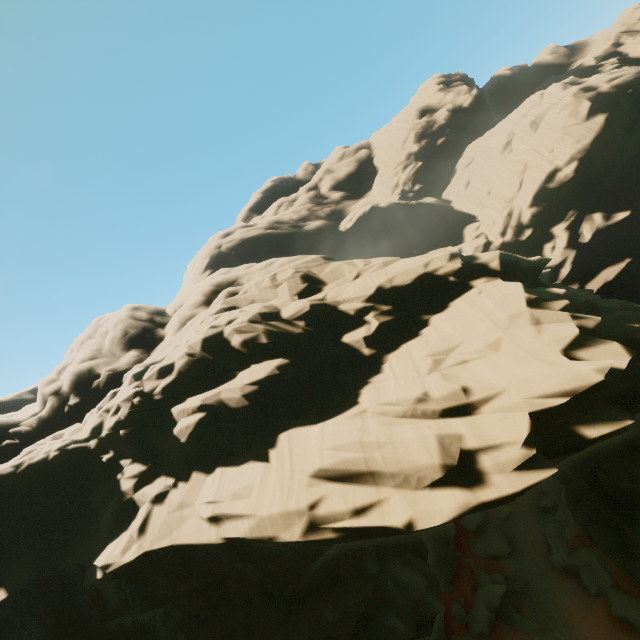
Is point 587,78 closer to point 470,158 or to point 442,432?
point 470,158

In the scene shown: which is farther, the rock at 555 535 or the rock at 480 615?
the rock at 480 615

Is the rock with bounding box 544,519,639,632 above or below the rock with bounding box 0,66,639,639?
below

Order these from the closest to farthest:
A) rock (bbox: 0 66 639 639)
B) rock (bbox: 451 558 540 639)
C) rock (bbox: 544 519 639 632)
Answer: rock (bbox: 0 66 639 639), rock (bbox: 544 519 639 632), rock (bbox: 451 558 540 639)

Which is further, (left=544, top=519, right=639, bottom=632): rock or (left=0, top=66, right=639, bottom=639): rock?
(left=544, top=519, right=639, bottom=632): rock

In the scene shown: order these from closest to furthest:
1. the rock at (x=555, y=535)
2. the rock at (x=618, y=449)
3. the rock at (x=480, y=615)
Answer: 1. the rock at (x=618, y=449)
2. the rock at (x=555, y=535)
3. the rock at (x=480, y=615)
